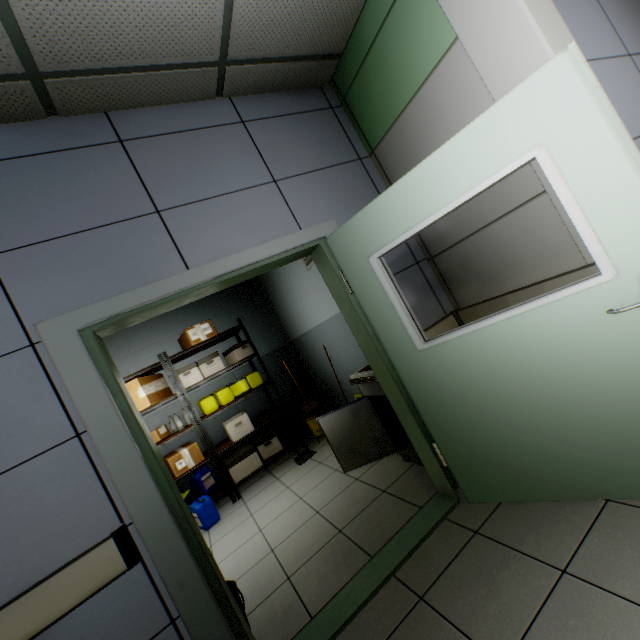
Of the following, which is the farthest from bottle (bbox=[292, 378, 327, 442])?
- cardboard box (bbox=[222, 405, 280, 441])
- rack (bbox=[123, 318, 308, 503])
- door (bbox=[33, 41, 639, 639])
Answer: door (bbox=[33, 41, 639, 639])

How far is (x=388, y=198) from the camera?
1.9m

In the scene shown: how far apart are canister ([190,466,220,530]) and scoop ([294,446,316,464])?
1.2m

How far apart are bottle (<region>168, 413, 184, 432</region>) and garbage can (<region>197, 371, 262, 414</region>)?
0.3m

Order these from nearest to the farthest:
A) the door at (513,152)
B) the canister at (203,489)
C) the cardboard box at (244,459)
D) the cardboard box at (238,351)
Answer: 1. the door at (513,152)
2. the canister at (203,489)
3. the cardboard box at (244,459)
4. the cardboard box at (238,351)

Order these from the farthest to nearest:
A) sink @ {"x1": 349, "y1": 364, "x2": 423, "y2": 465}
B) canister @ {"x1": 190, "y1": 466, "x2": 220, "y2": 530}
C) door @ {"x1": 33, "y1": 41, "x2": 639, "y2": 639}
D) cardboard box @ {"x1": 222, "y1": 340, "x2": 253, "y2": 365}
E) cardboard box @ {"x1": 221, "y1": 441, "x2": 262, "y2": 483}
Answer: cardboard box @ {"x1": 222, "y1": 340, "x2": 253, "y2": 365} → cardboard box @ {"x1": 221, "y1": 441, "x2": 262, "y2": 483} → canister @ {"x1": 190, "y1": 466, "x2": 220, "y2": 530} → sink @ {"x1": 349, "y1": 364, "x2": 423, "y2": 465} → door @ {"x1": 33, "y1": 41, "x2": 639, "y2": 639}

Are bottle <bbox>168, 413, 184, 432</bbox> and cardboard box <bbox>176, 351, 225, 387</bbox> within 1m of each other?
yes

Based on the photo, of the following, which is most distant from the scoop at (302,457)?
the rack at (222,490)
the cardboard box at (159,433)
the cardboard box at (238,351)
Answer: the cardboard box at (159,433)
